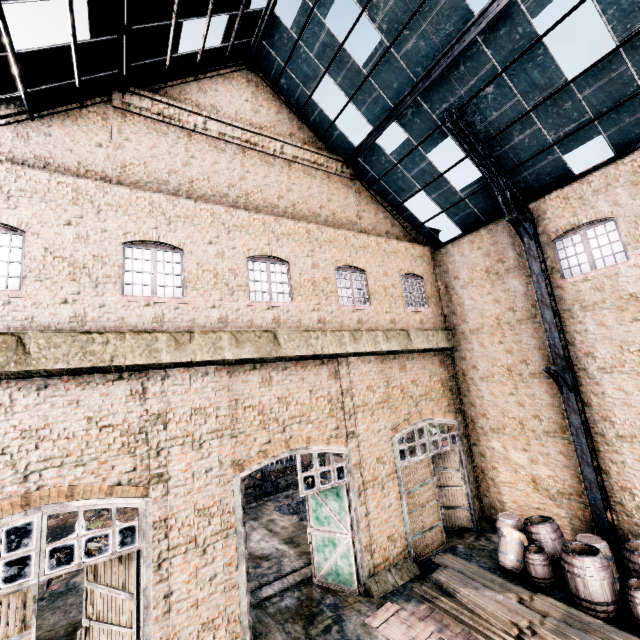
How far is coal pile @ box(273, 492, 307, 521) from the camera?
18.80m

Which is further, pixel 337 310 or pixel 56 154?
pixel 337 310

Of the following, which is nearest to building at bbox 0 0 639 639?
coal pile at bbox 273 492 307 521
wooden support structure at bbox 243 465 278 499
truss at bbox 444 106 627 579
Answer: truss at bbox 444 106 627 579

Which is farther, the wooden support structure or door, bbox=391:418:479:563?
the wooden support structure

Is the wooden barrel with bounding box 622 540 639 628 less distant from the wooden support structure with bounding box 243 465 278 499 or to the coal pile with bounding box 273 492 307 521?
the coal pile with bounding box 273 492 307 521

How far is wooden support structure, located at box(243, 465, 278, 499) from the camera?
24.9 meters

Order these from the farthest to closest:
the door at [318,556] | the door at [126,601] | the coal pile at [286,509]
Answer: the coal pile at [286,509]
the door at [318,556]
the door at [126,601]

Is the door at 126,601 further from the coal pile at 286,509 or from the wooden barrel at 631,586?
the wooden barrel at 631,586
